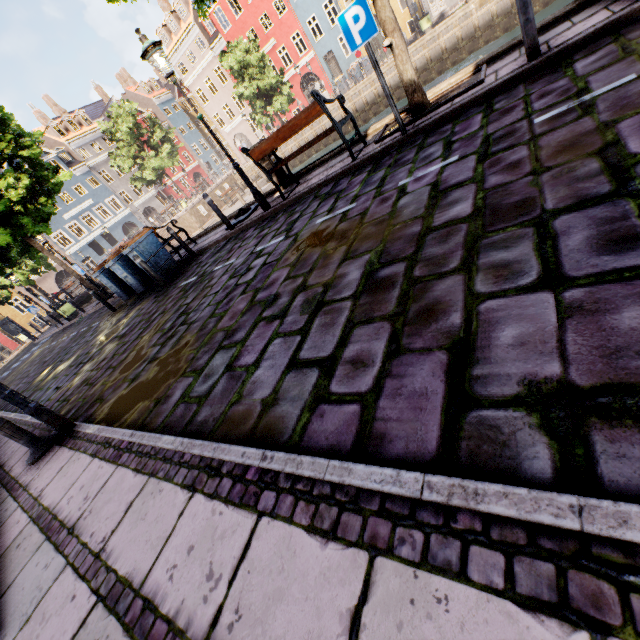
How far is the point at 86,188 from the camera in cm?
3869

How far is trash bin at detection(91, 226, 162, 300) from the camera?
9.0 meters

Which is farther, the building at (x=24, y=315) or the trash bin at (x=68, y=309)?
the building at (x=24, y=315)

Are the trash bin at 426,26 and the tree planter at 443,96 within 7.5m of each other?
no

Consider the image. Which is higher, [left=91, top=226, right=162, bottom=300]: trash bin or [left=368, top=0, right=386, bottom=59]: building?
[left=368, top=0, right=386, bottom=59]: building

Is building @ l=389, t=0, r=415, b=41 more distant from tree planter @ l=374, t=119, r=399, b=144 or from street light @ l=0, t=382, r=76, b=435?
street light @ l=0, t=382, r=76, b=435

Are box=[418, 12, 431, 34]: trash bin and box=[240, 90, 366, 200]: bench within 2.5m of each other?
no

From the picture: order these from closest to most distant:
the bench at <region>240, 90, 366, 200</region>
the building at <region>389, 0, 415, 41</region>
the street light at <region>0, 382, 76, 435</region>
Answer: the street light at <region>0, 382, 76, 435</region> → the bench at <region>240, 90, 366, 200</region> → the building at <region>389, 0, 415, 41</region>
